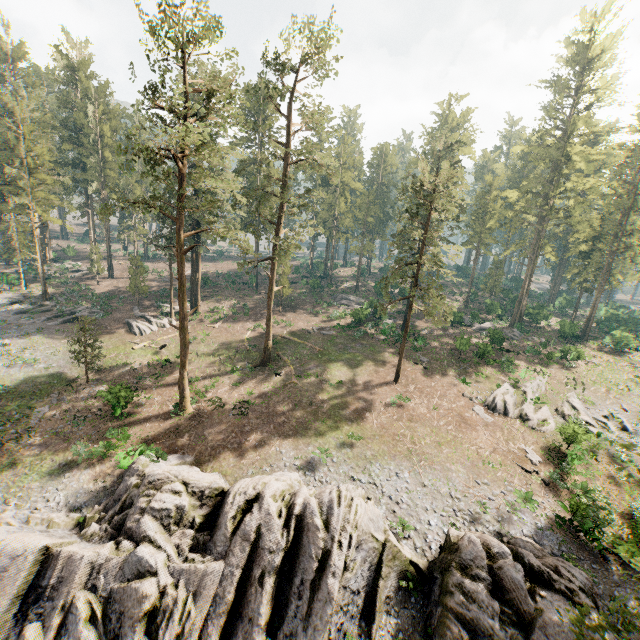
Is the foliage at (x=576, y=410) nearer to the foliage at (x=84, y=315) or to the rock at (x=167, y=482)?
the foliage at (x=84, y=315)

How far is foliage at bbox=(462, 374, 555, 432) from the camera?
27.7m

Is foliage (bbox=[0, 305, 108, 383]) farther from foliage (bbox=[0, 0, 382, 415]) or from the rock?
the rock

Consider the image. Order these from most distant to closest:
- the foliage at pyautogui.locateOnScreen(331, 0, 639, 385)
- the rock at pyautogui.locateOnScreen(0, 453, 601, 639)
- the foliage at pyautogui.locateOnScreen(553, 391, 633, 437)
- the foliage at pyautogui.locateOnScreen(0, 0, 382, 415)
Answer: the foliage at pyautogui.locateOnScreen(331, 0, 639, 385), the foliage at pyautogui.locateOnScreen(553, 391, 633, 437), the foliage at pyautogui.locateOnScreen(0, 0, 382, 415), the rock at pyautogui.locateOnScreen(0, 453, 601, 639)

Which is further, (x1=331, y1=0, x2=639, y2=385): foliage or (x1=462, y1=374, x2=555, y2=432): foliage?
(x1=331, y1=0, x2=639, y2=385): foliage

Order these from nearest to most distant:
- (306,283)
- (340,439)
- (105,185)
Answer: (340,439), (105,185), (306,283)

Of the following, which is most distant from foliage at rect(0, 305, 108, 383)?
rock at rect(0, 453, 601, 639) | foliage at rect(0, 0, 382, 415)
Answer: rock at rect(0, 453, 601, 639)

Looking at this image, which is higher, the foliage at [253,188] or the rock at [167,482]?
the foliage at [253,188]
